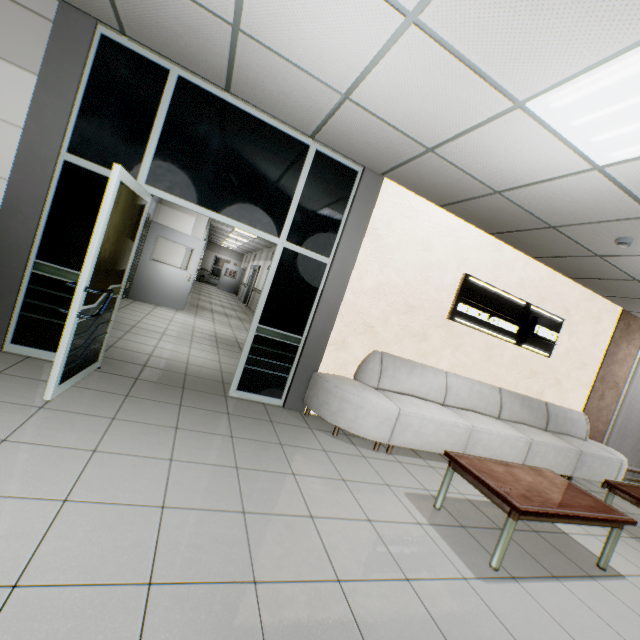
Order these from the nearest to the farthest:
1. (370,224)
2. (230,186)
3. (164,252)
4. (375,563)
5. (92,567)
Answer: (92,567) < (375,563) < (230,186) < (370,224) < (164,252)

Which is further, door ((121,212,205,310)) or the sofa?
door ((121,212,205,310))

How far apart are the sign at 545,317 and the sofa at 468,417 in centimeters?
77cm

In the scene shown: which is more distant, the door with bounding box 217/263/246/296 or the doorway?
the door with bounding box 217/263/246/296

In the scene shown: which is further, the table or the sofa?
the sofa

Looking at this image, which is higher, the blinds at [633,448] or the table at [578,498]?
the blinds at [633,448]

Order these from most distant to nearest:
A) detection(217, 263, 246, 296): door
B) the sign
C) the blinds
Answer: detection(217, 263, 246, 296): door → the blinds → the sign

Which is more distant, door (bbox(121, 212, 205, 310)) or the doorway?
door (bbox(121, 212, 205, 310))
